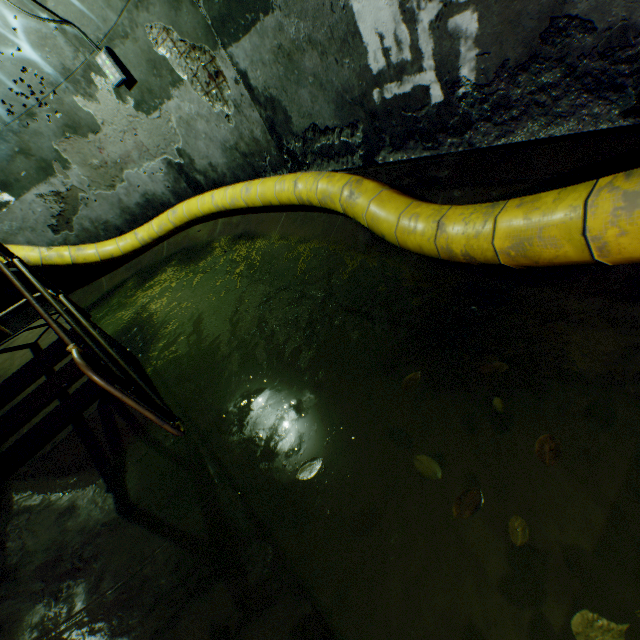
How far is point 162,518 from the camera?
2.1 meters

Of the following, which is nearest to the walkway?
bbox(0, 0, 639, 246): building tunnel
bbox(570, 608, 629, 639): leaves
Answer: bbox(0, 0, 639, 246): building tunnel

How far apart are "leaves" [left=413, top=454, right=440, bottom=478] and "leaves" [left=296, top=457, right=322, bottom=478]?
0.60m

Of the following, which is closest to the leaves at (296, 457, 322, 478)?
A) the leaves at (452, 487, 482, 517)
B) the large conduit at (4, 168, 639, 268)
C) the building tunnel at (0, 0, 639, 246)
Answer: the building tunnel at (0, 0, 639, 246)

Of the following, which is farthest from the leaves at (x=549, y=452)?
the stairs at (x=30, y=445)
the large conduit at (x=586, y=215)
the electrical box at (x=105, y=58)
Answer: the electrical box at (x=105, y=58)

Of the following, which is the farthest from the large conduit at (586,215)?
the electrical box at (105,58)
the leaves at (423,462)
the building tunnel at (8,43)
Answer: the electrical box at (105,58)

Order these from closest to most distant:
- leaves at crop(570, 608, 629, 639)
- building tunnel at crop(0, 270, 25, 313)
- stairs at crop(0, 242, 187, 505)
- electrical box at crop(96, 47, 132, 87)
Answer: leaves at crop(570, 608, 629, 639)
stairs at crop(0, 242, 187, 505)
electrical box at crop(96, 47, 132, 87)
building tunnel at crop(0, 270, 25, 313)

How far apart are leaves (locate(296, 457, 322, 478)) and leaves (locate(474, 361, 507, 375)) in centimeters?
107cm
